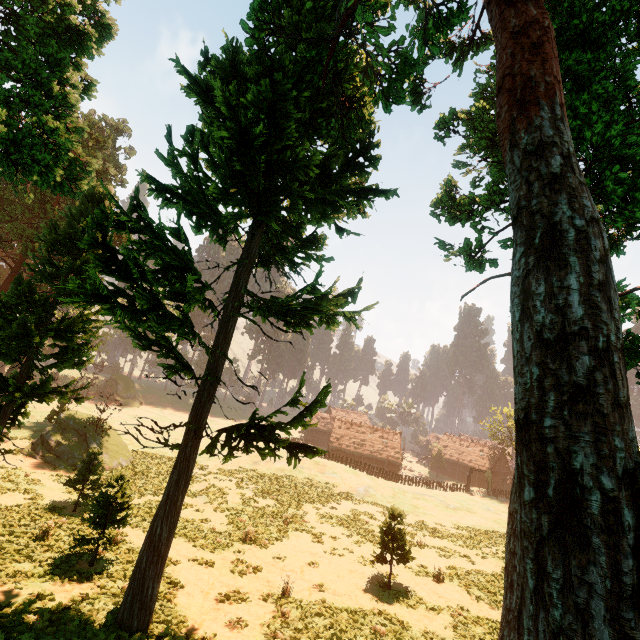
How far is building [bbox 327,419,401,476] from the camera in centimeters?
5447cm

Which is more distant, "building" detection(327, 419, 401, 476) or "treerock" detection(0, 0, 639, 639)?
"building" detection(327, 419, 401, 476)

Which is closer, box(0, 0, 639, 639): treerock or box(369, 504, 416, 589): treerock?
box(0, 0, 639, 639): treerock

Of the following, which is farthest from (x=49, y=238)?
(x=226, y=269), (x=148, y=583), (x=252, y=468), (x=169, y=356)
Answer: (x=252, y=468)

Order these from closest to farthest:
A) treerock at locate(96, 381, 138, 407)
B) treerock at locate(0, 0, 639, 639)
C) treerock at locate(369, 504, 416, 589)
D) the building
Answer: treerock at locate(0, 0, 639, 639)
treerock at locate(369, 504, 416, 589)
treerock at locate(96, 381, 138, 407)
the building

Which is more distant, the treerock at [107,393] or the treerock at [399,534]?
the treerock at [107,393]

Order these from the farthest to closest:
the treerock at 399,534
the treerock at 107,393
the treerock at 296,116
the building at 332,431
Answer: the building at 332,431 < the treerock at 107,393 < the treerock at 399,534 < the treerock at 296,116
